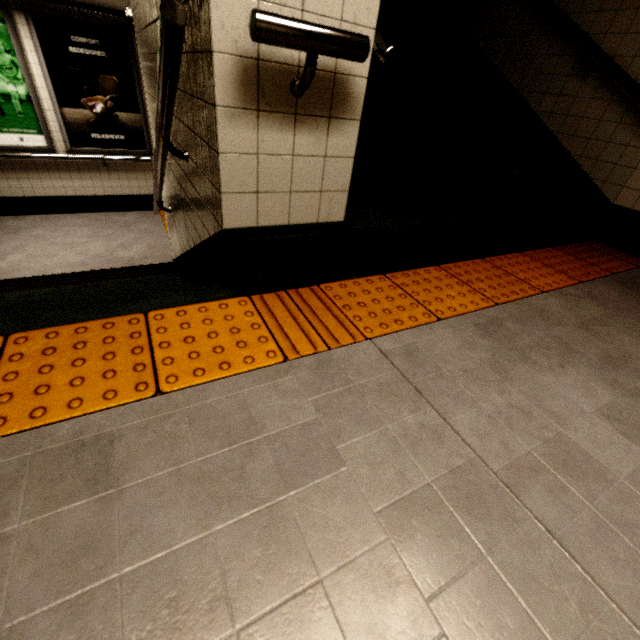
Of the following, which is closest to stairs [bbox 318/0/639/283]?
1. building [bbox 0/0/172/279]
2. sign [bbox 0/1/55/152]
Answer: building [bbox 0/0/172/279]

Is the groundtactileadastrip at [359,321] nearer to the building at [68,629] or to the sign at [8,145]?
the building at [68,629]

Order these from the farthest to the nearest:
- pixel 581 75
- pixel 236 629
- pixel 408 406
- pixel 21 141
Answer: pixel 21 141, pixel 581 75, pixel 408 406, pixel 236 629

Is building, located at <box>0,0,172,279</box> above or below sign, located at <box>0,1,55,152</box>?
below

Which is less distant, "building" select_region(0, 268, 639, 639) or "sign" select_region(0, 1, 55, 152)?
"building" select_region(0, 268, 639, 639)

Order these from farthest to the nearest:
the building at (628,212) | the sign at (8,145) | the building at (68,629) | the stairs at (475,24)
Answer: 1. the sign at (8,145)
2. the building at (628,212)
3. the stairs at (475,24)
4. the building at (68,629)

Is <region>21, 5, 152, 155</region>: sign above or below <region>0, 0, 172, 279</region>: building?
above

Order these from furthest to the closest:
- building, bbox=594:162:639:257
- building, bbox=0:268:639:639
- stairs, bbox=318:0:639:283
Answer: building, bbox=594:162:639:257 → stairs, bbox=318:0:639:283 → building, bbox=0:268:639:639
